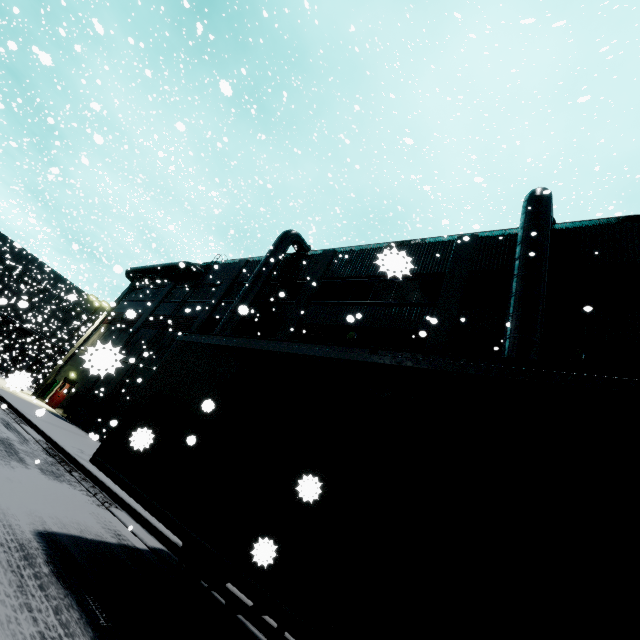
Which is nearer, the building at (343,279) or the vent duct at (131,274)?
the building at (343,279)

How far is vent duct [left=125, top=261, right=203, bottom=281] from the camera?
26.7m

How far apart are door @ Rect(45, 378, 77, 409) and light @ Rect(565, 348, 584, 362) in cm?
3095

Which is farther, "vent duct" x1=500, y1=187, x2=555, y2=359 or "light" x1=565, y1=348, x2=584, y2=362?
"light" x1=565, y1=348, x2=584, y2=362

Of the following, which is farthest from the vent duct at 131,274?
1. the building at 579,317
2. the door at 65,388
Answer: the door at 65,388

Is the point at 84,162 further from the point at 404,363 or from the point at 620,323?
the point at 620,323

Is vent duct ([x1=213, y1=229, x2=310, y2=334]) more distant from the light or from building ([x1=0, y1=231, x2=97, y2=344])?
the light

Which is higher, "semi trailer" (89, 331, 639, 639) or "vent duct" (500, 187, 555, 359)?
"vent duct" (500, 187, 555, 359)
